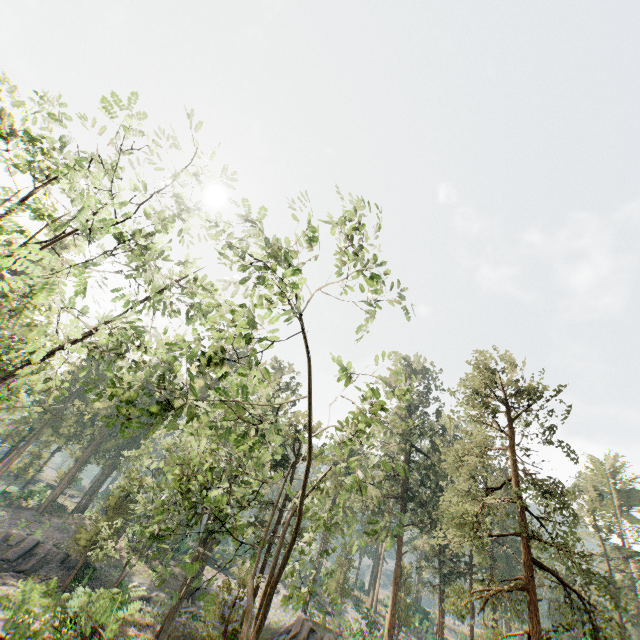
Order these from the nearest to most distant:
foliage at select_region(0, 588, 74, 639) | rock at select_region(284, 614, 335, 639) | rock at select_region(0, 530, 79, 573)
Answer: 1. foliage at select_region(0, 588, 74, 639)
2. rock at select_region(284, 614, 335, 639)
3. rock at select_region(0, 530, 79, 573)

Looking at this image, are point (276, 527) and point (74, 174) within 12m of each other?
yes

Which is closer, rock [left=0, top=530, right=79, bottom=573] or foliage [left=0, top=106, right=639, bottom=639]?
foliage [left=0, top=106, right=639, bottom=639]

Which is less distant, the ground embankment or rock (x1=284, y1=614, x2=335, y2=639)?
the ground embankment

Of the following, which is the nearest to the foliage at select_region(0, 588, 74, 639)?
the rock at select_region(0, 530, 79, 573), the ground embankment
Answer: the ground embankment

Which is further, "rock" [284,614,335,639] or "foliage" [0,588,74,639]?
"rock" [284,614,335,639]

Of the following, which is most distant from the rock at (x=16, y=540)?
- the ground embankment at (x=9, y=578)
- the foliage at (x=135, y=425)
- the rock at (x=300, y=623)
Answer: the rock at (x=300, y=623)

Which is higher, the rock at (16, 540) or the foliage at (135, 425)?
the foliage at (135, 425)
